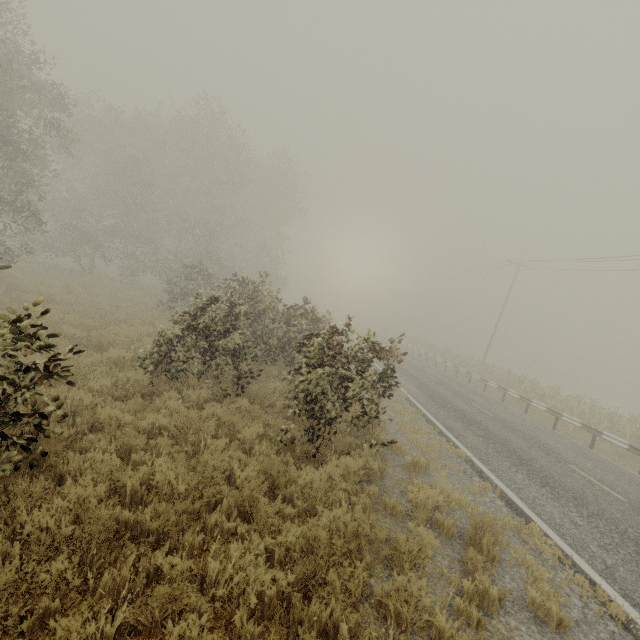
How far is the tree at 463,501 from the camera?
5.7m

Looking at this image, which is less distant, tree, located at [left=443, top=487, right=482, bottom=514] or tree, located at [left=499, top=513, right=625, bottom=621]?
tree, located at [left=499, top=513, right=625, bottom=621]

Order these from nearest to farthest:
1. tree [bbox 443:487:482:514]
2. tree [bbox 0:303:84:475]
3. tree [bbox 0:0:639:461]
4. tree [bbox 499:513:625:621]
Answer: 1. tree [bbox 0:303:84:475]
2. tree [bbox 499:513:625:621]
3. tree [bbox 443:487:482:514]
4. tree [bbox 0:0:639:461]

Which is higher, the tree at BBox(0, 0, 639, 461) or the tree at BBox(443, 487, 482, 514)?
the tree at BBox(0, 0, 639, 461)

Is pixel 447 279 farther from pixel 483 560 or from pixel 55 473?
pixel 55 473

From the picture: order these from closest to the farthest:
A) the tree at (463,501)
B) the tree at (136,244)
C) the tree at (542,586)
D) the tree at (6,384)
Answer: the tree at (6,384) → the tree at (542,586) → the tree at (463,501) → the tree at (136,244)
